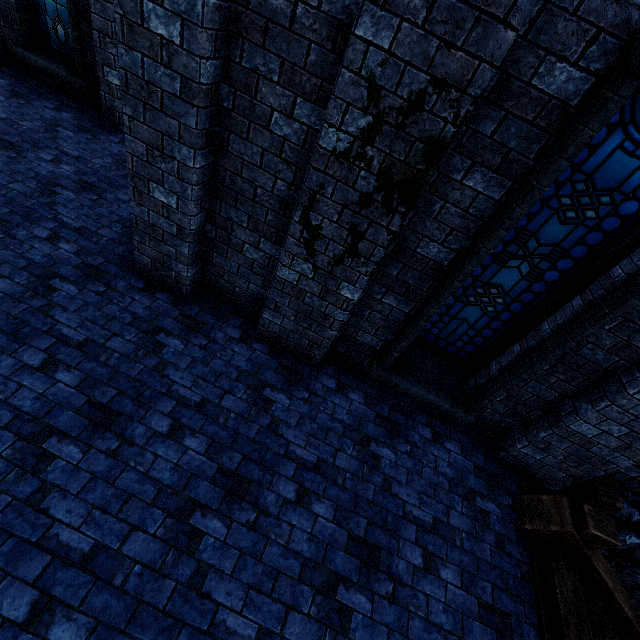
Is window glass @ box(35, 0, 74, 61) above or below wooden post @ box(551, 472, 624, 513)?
above

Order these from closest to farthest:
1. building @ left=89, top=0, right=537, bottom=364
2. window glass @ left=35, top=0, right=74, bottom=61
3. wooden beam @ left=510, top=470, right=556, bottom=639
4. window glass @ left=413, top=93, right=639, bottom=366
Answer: building @ left=89, top=0, right=537, bottom=364 → window glass @ left=413, top=93, right=639, bottom=366 → wooden beam @ left=510, top=470, right=556, bottom=639 → window glass @ left=35, top=0, right=74, bottom=61

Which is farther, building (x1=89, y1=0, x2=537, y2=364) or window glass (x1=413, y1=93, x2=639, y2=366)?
window glass (x1=413, y1=93, x2=639, y2=366)

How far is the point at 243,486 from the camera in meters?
3.2 m

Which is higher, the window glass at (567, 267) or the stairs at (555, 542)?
the window glass at (567, 267)

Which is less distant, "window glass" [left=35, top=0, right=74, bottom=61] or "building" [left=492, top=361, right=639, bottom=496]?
"building" [left=492, top=361, right=639, bottom=496]

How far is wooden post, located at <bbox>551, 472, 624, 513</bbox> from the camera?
4.1 meters

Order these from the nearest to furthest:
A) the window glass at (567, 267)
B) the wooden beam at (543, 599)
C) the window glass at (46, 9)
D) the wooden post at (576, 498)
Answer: the window glass at (567, 267) < the wooden beam at (543, 599) < the wooden post at (576, 498) < the window glass at (46, 9)
